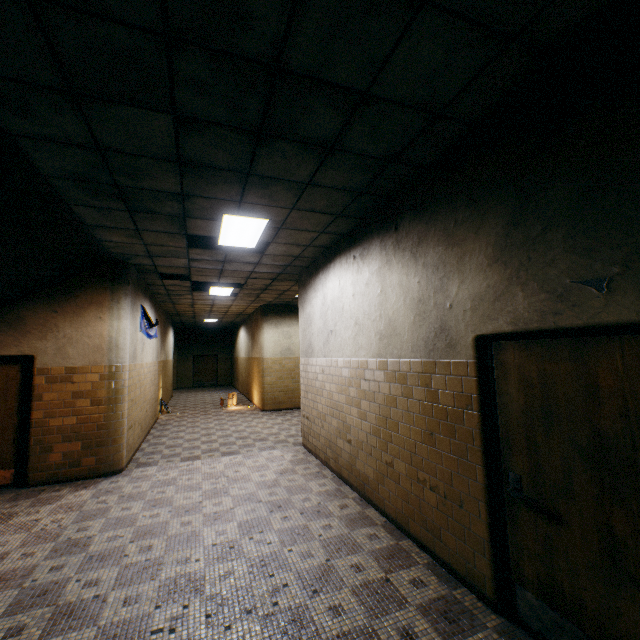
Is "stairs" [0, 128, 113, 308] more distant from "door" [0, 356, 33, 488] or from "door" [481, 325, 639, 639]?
"door" [481, 325, 639, 639]

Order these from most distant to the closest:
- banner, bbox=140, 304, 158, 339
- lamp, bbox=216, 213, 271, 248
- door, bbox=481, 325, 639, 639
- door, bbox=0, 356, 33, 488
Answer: banner, bbox=140, 304, 158, 339 < door, bbox=0, 356, 33, 488 < lamp, bbox=216, 213, 271, 248 < door, bbox=481, 325, 639, 639

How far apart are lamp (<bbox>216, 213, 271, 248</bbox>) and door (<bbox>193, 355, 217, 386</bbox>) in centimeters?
1846cm

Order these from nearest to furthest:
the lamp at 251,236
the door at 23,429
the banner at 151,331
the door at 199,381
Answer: the lamp at 251,236 → the door at 23,429 → the banner at 151,331 → the door at 199,381

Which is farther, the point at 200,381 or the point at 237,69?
the point at 200,381

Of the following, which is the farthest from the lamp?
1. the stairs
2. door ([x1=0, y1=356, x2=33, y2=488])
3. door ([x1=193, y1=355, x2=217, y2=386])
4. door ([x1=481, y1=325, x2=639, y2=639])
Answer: door ([x1=193, y1=355, x2=217, y2=386])

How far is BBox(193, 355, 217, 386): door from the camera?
22.18m

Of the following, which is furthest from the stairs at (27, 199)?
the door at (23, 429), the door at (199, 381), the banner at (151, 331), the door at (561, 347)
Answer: the door at (199, 381)
